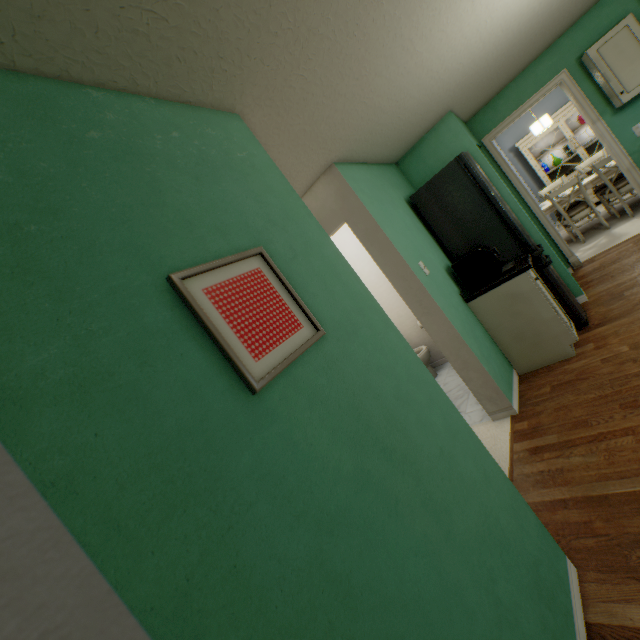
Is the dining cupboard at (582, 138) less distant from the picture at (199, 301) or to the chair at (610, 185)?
the chair at (610, 185)

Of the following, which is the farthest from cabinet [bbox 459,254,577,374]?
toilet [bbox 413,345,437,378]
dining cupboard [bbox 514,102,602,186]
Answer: dining cupboard [bbox 514,102,602,186]

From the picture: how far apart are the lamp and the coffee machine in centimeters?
384cm

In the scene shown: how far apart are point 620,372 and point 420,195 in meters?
2.2 m

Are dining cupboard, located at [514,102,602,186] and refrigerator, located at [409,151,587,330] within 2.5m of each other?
no

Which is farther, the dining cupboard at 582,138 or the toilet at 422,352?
the dining cupboard at 582,138

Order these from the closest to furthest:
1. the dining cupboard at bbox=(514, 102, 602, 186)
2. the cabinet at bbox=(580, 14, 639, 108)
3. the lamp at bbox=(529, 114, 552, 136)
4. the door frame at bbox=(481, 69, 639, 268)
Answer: the cabinet at bbox=(580, 14, 639, 108) < the door frame at bbox=(481, 69, 639, 268) < the lamp at bbox=(529, 114, 552, 136) < the dining cupboard at bbox=(514, 102, 602, 186)

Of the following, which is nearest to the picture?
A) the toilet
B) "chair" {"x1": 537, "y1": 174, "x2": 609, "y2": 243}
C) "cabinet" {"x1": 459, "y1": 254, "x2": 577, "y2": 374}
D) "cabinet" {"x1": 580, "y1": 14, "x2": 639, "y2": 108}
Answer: "cabinet" {"x1": 459, "y1": 254, "x2": 577, "y2": 374}
